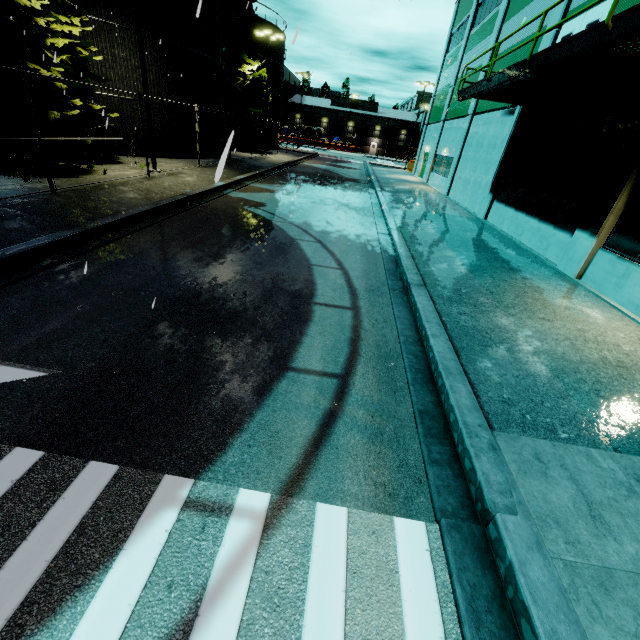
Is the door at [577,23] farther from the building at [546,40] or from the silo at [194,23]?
the silo at [194,23]

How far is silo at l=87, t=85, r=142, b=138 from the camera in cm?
1722

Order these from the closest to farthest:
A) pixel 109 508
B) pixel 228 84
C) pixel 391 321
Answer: Answer: pixel 109 508 < pixel 391 321 < pixel 228 84

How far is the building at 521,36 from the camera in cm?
1477

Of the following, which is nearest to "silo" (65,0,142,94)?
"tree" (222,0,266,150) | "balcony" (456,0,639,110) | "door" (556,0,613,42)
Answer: "tree" (222,0,266,150)

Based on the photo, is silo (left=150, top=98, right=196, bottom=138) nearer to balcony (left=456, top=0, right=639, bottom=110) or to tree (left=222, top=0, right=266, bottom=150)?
tree (left=222, top=0, right=266, bottom=150)

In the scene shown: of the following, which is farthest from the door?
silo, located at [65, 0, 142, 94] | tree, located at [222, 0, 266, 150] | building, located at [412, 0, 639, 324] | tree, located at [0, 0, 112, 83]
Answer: tree, located at [222, 0, 266, 150]

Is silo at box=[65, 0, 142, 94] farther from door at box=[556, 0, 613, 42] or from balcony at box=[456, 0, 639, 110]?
door at box=[556, 0, 613, 42]
